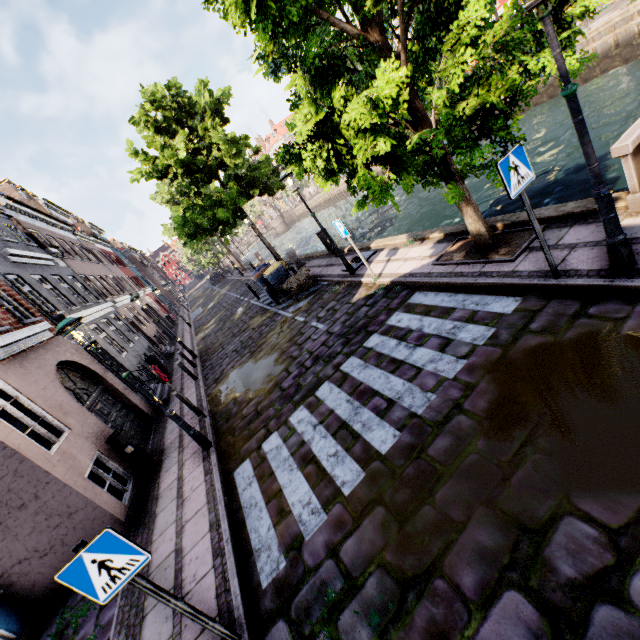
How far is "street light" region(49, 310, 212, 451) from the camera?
5.7m

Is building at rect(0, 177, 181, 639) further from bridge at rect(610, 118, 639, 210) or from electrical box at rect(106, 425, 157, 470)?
bridge at rect(610, 118, 639, 210)

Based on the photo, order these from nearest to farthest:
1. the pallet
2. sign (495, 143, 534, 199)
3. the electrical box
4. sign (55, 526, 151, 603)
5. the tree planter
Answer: sign (55, 526, 151, 603) → sign (495, 143, 534, 199) → the tree planter → the electrical box → the pallet

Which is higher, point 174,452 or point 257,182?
point 257,182

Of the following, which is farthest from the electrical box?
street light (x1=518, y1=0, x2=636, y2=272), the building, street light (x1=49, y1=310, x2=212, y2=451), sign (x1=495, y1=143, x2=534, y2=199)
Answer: street light (x1=518, y1=0, x2=636, y2=272)

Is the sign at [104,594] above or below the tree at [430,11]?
below

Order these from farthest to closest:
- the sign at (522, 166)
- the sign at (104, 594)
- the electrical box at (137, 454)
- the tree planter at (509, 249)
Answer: the electrical box at (137, 454) < the tree planter at (509, 249) < the sign at (522, 166) < the sign at (104, 594)

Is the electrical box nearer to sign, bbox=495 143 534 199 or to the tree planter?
the tree planter
